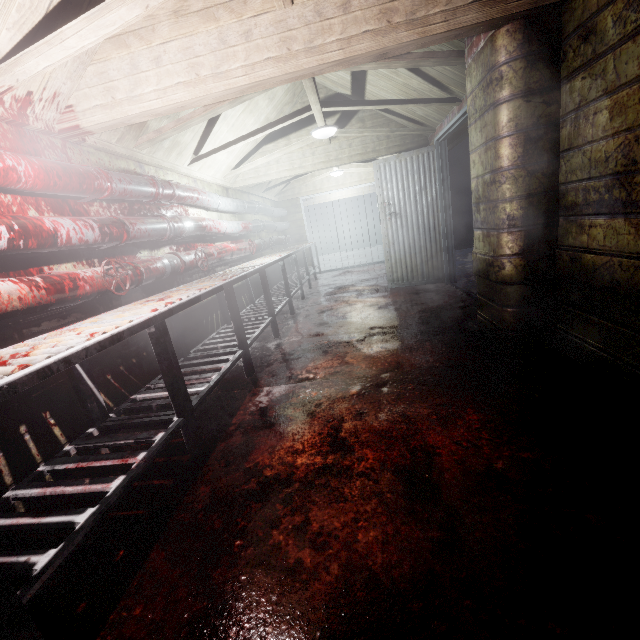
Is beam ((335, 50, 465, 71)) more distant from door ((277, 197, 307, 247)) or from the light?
door ((277, 197, 307, 247))

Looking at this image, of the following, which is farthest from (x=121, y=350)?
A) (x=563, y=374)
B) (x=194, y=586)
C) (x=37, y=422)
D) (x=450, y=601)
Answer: (x=563, y=374)

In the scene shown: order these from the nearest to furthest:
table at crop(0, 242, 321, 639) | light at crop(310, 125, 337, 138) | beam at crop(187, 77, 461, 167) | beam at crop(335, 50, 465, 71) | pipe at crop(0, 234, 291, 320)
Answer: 1. table at crop(0, 242, 321, 639)
2. pipe at crop(0, 234, 291, 320)
3. beam at crop(335, 50, 465, 71)
4. beam at crop(187, 77, 461, 167)
5. light at crop(310, 125, 337, 138)

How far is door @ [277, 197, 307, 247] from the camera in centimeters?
823cm

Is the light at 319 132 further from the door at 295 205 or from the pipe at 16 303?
the door at 295 205

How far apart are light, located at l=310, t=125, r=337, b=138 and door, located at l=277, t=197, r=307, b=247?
4.07m

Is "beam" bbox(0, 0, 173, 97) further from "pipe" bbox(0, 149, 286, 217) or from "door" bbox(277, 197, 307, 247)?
"door" bbox(277, 197, 307, 247)

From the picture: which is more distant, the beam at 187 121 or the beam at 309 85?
the beam at 309 85
